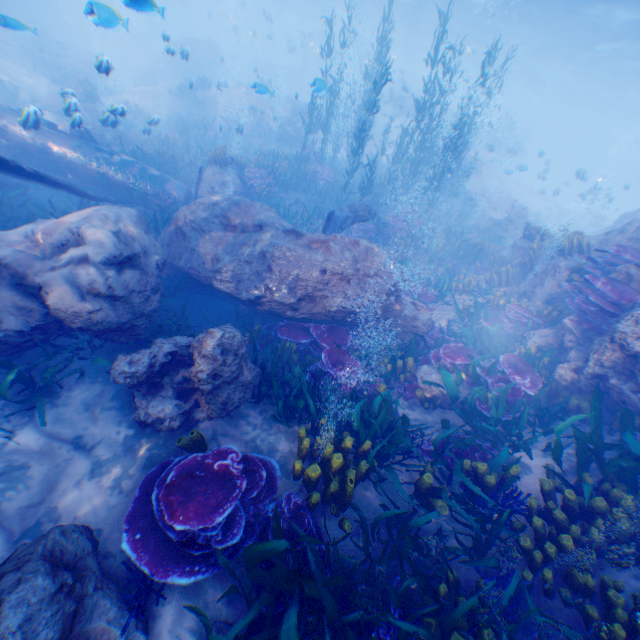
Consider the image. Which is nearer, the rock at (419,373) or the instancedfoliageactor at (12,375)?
the instancedfoliageactor at (12,375)

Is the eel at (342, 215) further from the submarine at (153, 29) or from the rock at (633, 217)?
the submarine at (153, 29)

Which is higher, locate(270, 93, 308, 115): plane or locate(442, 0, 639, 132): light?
locate(442, 0, 639, 132): light

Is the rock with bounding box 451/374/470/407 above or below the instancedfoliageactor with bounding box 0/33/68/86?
below

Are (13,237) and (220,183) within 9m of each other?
yes

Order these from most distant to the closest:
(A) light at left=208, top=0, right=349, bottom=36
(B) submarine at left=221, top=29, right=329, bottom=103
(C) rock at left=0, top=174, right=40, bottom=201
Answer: (B) submarine at left=221, top=29, right=329, bottom=103
(A) light at left=208, top=0, right=349, bottom=36
(C) rock at left=0, top=174, right=40, bottom=201

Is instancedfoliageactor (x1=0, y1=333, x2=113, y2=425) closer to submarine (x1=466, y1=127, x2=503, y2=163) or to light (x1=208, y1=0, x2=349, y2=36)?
submarine (x1=466, y1=127, x2=503, y2=163)

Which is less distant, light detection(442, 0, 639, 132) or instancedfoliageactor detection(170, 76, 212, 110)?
light detection(442, 0, 639, 132)
